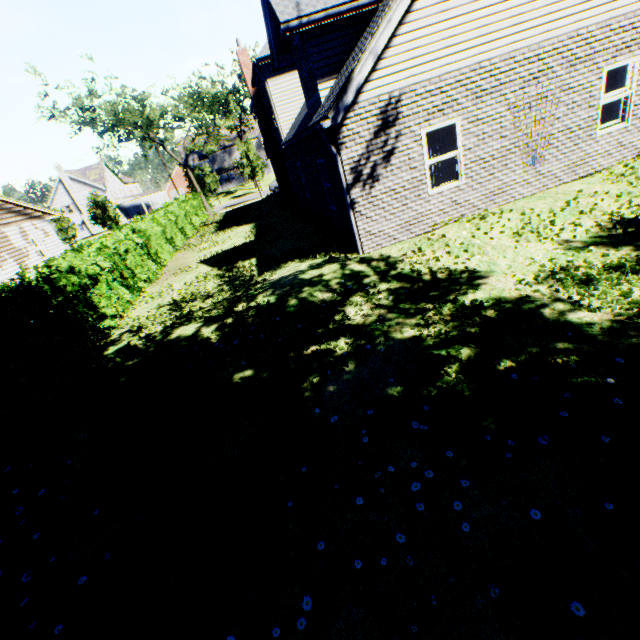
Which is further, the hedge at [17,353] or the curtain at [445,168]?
the curtain at [445,168]

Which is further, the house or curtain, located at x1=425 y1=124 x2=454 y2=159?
the house

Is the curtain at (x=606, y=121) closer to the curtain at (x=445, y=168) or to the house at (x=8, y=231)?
the curtain at (x=445, y=168)

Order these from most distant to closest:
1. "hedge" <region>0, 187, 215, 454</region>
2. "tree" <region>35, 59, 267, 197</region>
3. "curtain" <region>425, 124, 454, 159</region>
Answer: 1. "tree" <region>35, 59, 267, 197</region>
2. "curtain" <region>425, 124, 454, 159</region>
3. "hedge" <region>0, 187, 215, 454</region>

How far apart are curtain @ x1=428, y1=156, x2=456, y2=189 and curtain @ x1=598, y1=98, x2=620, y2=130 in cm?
391

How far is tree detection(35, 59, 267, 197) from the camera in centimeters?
2581cm

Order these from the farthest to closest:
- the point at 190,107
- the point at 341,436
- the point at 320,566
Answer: the point at 190,107 → the point at 341,436 → the point at 320,566

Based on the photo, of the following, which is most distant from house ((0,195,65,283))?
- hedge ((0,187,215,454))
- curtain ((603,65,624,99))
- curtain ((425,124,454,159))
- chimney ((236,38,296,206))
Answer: curtain ((603,65,624,99))
